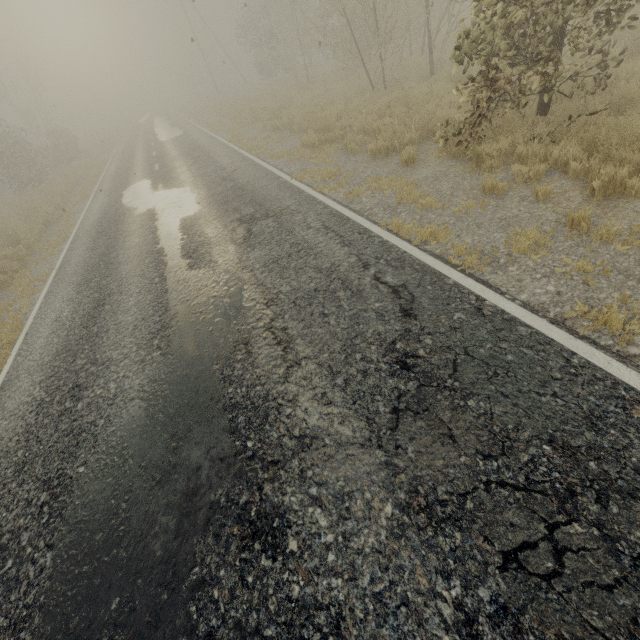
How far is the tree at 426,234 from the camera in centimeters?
511cm

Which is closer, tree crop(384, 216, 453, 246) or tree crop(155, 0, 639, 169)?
tree crop(384, 216, 453, 246)

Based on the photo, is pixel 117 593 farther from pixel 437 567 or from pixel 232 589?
pixel 437 567

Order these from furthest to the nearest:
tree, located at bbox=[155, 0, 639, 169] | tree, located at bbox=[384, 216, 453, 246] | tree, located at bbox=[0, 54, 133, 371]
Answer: tree, located at bbox=[0, 54, 133, 371] → tree, located at bbox=[155, 0, 639, 169] → tree, located at bbox=[384, 216, 453, 246]

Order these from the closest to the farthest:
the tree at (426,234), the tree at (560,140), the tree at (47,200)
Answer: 1. the tree at (426,234)
2. the tree at (560,140)
3. the tree at (47,200)

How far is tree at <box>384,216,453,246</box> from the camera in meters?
5.1 m
